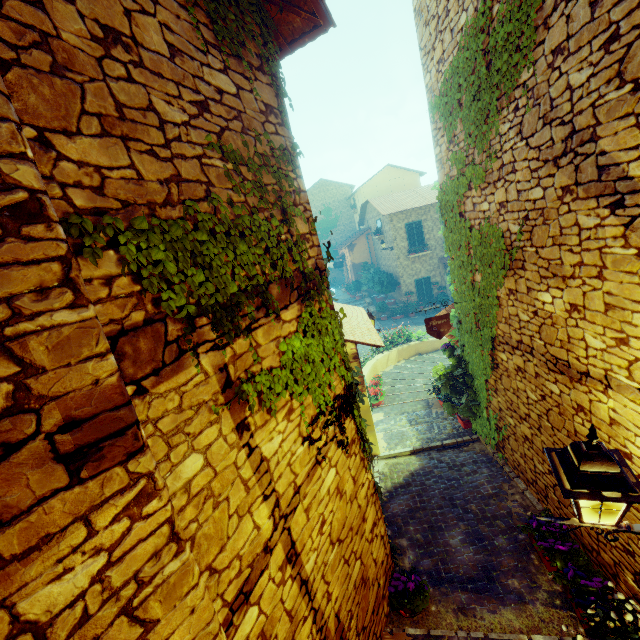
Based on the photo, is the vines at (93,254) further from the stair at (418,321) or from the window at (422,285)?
the window at (422,285)

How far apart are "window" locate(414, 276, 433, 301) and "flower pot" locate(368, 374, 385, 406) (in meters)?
12.65

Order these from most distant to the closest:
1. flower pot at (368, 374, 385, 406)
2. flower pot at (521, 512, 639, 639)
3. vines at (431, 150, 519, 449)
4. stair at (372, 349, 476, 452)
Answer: flower pot at (368, 374, 385, 406)
stair at (372, 349, 476, 452)
vines at (431, 150, 519, 449)
flower pot at (521, 512, 639, 639)

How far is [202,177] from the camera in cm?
225

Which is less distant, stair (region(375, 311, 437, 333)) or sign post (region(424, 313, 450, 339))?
sign post (region(424, 313, 450, 339))

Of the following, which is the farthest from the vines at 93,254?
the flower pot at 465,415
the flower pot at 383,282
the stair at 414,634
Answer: the flower pot at 383,282

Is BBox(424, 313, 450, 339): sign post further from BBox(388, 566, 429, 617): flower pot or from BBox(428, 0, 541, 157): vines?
BBox(388, 566, 429, 617): flower pot

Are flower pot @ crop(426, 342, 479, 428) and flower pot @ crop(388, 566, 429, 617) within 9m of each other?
yes
